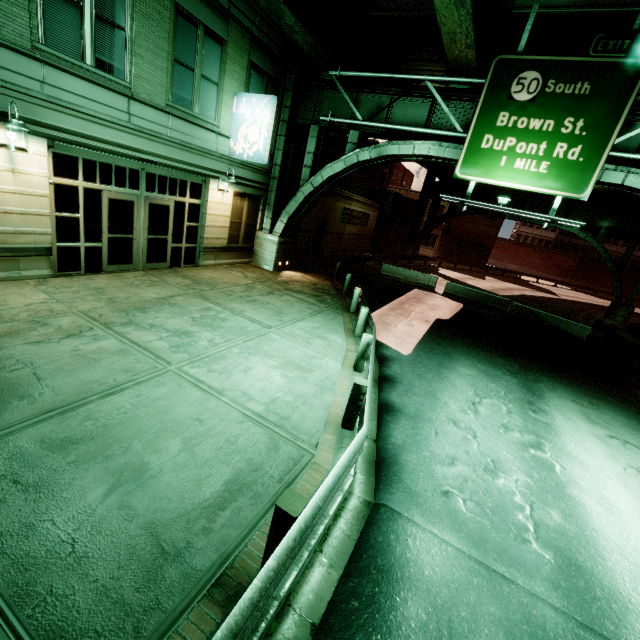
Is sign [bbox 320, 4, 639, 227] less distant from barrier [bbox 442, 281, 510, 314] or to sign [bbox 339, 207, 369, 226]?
barrier [bbox 442, 281, 510, 314]

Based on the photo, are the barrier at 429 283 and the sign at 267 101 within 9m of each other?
no

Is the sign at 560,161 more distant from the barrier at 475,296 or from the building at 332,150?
the barrier at 475,296

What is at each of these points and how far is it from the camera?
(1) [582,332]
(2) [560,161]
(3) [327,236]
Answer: (1) barrier, 17.59m
(2) sign, 10.22m
(3) building, 23.78m

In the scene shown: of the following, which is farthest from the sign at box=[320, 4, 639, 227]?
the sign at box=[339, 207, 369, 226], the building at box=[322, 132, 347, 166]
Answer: the sign at box=[339, 207, 369, 226]

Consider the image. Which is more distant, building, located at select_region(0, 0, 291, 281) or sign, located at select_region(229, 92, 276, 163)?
sign, located at select_region(229, 92, 276, 163)

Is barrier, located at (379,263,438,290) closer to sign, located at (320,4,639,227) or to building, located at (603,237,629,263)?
sign, located at (320,4,639,227)

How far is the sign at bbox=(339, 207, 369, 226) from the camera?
24.61m
